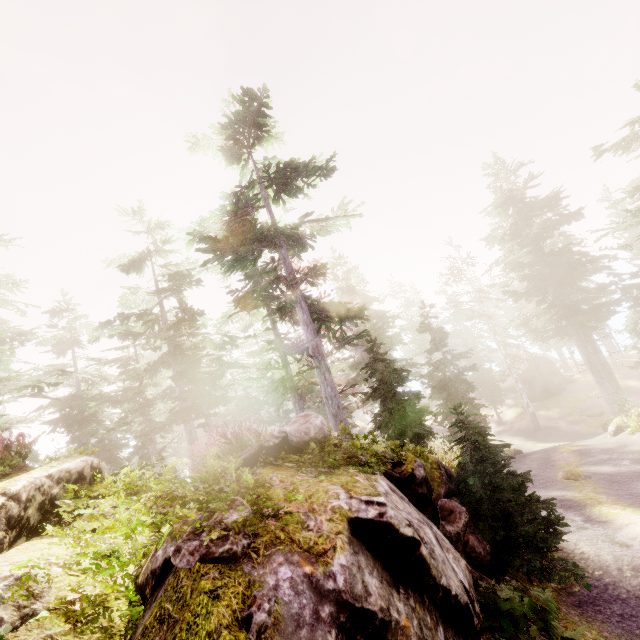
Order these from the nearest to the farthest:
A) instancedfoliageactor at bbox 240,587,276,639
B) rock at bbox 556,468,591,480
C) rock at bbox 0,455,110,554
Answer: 1. instancedfoliageactor at bbox 240,587,276,639
2. rock at bbox 0,455,110,554
3. rock at bbox 556,468,591,480

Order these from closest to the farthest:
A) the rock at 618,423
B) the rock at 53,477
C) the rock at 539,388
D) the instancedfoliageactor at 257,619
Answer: the instancedfoliageactor at 257,619 < the rock at 53,477 < the rock at 618,423 < the rock at 539,388

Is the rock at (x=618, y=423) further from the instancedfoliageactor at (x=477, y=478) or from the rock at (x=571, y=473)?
the rock at (x=571, y=473)

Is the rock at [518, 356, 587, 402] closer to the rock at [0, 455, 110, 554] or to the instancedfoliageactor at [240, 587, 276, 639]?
the instancedfoliageactor at [240, 587, 276, 639]

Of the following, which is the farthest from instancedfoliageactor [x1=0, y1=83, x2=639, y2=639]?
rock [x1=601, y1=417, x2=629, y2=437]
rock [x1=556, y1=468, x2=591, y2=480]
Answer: rock [x1=556, y1=468, x2=591, y2=480]

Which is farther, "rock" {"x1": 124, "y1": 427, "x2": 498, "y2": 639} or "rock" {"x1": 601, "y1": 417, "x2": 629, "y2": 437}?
"rock" {"x1": 601, "y1": 417, "x2": 629, "y2": 437}

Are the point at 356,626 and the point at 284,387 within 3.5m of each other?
no
